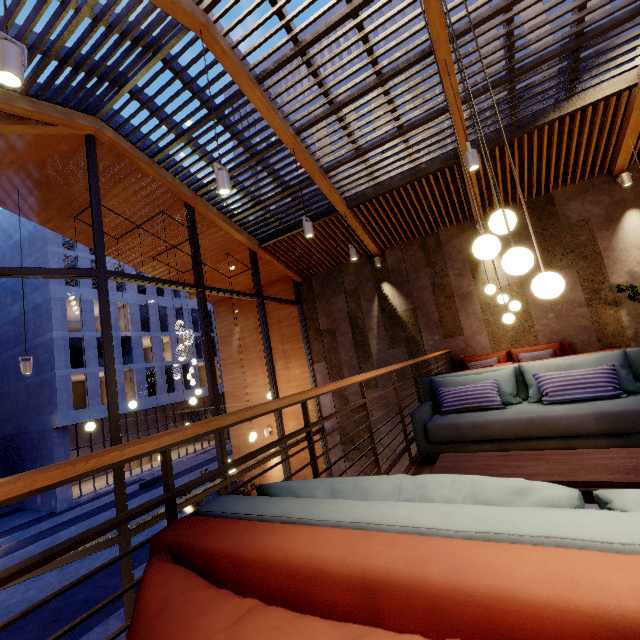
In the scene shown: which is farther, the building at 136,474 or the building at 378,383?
the building at 136,474

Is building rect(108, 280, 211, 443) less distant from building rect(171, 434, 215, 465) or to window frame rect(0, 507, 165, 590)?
building rect(171, 434, 215, 465)

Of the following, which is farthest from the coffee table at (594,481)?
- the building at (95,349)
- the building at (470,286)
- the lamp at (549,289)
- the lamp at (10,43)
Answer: the building at (95,349)

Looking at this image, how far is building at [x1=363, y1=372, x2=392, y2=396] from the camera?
8.9m

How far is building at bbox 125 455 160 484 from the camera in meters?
28.5 m

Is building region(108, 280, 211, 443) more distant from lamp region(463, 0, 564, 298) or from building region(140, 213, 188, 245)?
lamp region(463, 0, 564, 298)

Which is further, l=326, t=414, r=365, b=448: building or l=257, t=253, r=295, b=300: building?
l=257, t=253, r=295, b=300: building

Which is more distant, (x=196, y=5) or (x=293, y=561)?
(x=196, y=5)
